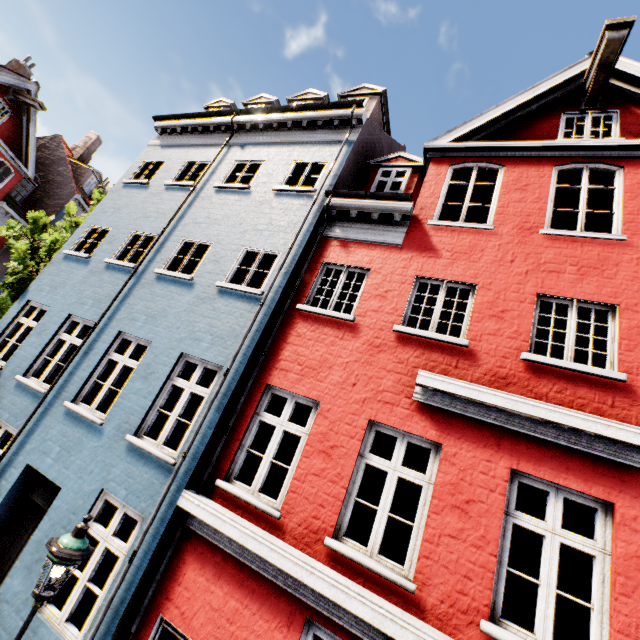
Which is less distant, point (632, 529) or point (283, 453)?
point (632, 529)

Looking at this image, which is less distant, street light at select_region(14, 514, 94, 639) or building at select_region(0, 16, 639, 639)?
street light at select_region(14, 514, 94, 639)

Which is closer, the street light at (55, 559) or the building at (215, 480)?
the street light at (55, 559)
